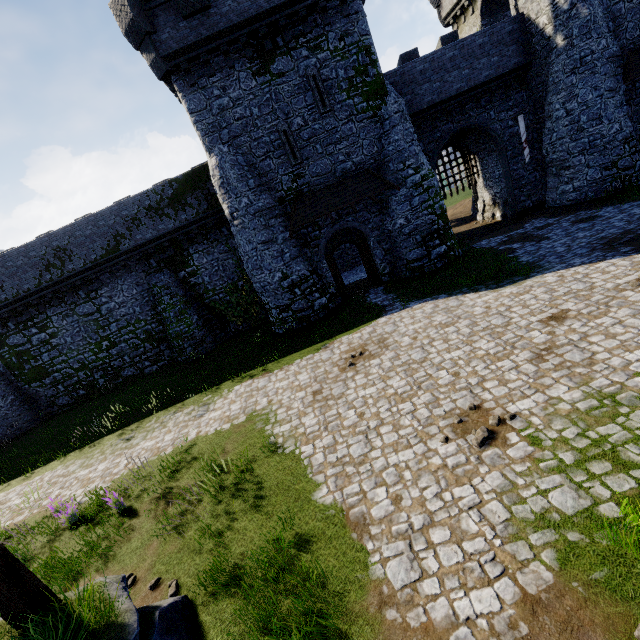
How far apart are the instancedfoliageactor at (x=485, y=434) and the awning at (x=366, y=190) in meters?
12.8

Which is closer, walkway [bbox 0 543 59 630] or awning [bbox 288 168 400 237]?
walkway [bbox 0 543 59 630]

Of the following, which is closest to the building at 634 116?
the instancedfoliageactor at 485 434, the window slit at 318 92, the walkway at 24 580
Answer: the window slit at 318 92

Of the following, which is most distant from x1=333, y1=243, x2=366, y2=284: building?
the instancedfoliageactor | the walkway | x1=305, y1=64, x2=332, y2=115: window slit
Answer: the walkway

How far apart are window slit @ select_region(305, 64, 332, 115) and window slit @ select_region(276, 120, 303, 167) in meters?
1.5

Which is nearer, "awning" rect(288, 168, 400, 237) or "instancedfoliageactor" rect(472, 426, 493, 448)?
"instancedfoliageactor" rect(472, 426, 493, 448)

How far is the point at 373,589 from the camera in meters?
4.8 m

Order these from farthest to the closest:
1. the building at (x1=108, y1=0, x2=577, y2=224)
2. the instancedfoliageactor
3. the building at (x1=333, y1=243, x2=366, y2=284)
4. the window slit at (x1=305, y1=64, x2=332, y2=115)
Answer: the building at (x1=333, y1=243, x2=366, y2=284)
the window slit at (x1=305, y1=64, x2=332, y2=115)
the building at (x1=108, y1=0, x2=577, y2=224)
the instancedfoliageactor
